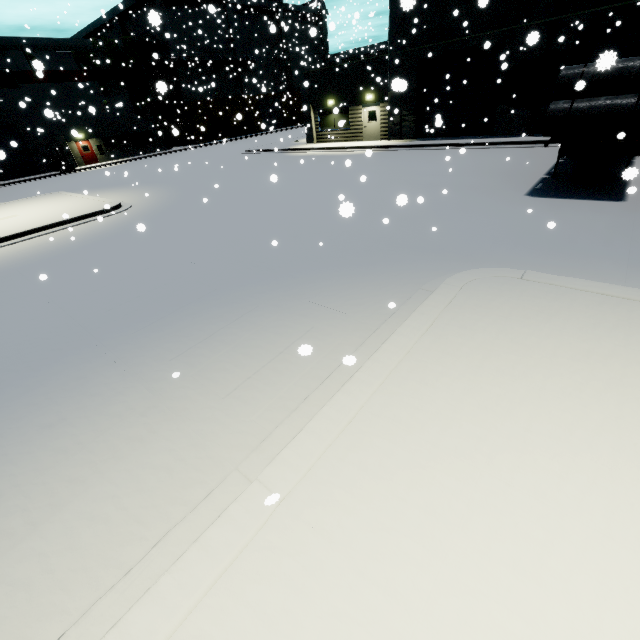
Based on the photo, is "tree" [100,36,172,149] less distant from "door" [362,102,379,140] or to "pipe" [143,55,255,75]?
"pipe" [143,55,255,75]

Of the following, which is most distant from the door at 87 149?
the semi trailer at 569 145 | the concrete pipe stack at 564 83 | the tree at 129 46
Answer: the concrete pipe stack at 564 83

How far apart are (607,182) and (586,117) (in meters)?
2.98

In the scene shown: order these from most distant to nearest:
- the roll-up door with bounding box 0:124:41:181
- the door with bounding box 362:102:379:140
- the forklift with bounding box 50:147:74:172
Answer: the forklift with bounding box 50:147:74:172, the roll-up door with bounding box 0:124:41:181, the door with bounding box 362:102:379:140

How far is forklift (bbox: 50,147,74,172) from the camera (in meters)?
31.73

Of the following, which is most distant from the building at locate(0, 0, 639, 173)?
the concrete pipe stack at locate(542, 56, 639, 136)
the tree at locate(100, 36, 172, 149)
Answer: the concrete pipe stack at locate(542, 56, 639, 136)

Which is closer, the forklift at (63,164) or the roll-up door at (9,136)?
the roll-up door at (9,136)

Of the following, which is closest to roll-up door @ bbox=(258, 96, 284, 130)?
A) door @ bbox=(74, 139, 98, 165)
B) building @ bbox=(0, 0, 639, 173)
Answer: building @ bbox=(0, 0, 639, 173)
